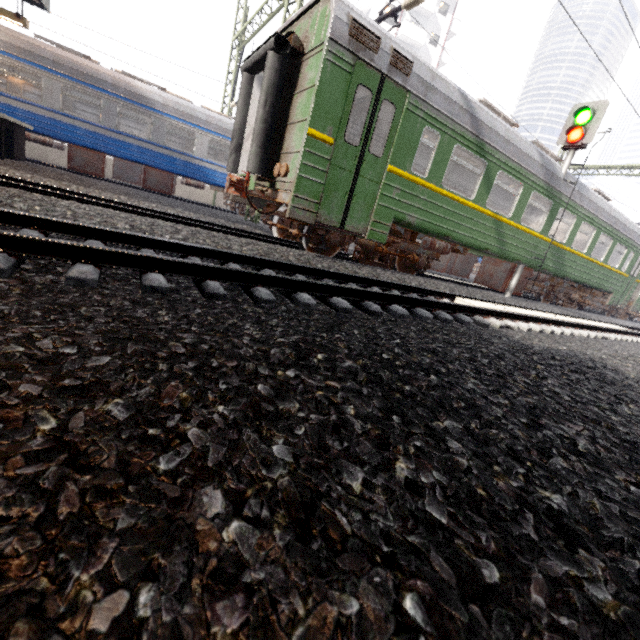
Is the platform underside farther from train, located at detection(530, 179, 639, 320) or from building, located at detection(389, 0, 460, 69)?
building, located at detection(389, 0, 460, 69)

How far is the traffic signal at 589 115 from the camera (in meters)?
9.09

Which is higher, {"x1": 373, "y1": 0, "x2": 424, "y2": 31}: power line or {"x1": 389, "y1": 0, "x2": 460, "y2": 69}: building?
{"x1": 389, "y1": 0, "x2": 460, "y2": 69}: building

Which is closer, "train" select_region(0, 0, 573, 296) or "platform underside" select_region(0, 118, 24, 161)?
"train" select_region(0, 0, 573, 296)

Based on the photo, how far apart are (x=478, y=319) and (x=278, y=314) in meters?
3.9 m

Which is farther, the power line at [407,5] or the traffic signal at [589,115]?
the traffic signal at [589,115]

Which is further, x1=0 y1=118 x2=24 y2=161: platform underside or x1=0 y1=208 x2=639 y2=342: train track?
x1=0 y1=118 x2=24 y2=161: platform underside

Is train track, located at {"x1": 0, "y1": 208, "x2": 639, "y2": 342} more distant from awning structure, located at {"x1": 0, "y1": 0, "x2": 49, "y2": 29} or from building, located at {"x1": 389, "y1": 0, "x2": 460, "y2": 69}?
building, located at {"x1": 389, "y1": 0, "x2": 460, "y2": 69}
